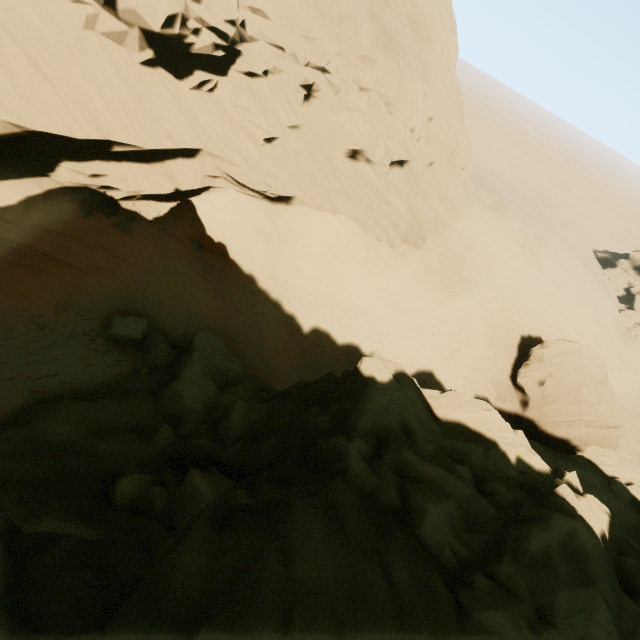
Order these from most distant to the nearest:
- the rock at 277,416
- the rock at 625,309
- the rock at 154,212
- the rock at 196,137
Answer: the rock at 625,309 → the rock at 154,212 → the rock at 196,137 → the rock at 277,416

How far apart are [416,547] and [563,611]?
→ 2.9 meters

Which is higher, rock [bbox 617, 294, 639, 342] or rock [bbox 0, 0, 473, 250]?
rock [bbox 0, 0, 473, 250]

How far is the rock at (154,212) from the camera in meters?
18.0

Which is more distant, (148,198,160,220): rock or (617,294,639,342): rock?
(617,294,639,342): rock
